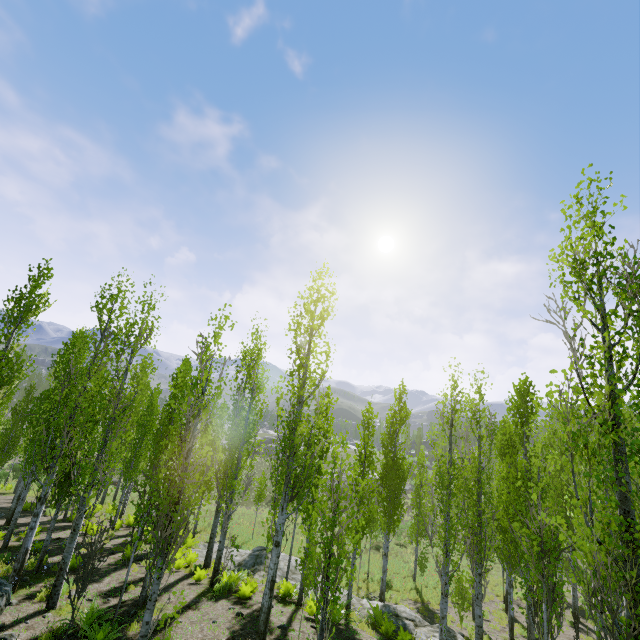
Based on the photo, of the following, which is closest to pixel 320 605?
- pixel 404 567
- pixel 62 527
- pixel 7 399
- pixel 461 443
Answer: pixel 461 443

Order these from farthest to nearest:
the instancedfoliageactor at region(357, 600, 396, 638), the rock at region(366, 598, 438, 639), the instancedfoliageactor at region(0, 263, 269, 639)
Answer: the rock at region(366, 598, 438, 639)
the instancedfoliageactor at region(357, 600, 396, 638)
the instancedfoliageactor at region(0, 263, 269, 639)

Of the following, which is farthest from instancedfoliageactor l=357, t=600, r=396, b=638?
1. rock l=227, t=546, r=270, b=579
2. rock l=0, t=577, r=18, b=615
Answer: rock l=227, t=546, r=270, b=579

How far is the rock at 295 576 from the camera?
15.4 meters

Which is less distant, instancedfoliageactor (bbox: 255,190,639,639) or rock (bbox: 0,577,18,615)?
instancedfoliageactor (bbox: 255,190,639,639)

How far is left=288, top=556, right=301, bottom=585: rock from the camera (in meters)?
15.40

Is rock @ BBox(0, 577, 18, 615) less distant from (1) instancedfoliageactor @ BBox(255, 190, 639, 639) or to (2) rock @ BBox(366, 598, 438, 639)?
(1) instancedfoliageactor @ BBox(255, 190, 639, 639)

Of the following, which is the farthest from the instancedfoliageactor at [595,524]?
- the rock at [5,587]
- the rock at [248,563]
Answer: the rock at [248,563]
